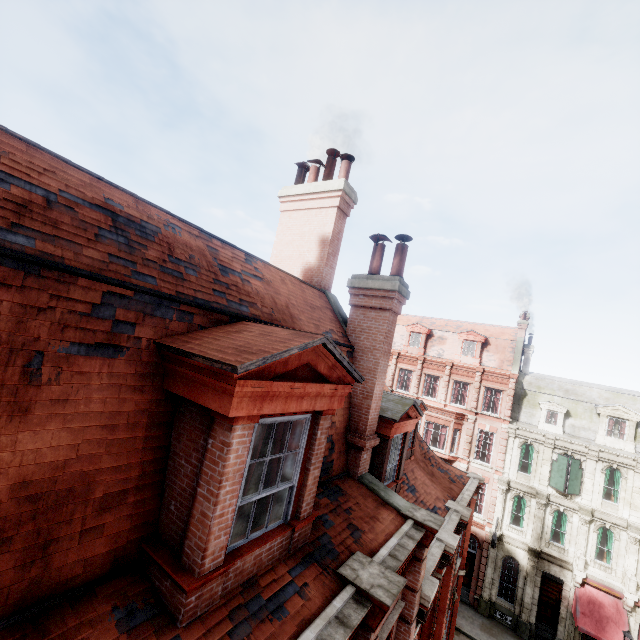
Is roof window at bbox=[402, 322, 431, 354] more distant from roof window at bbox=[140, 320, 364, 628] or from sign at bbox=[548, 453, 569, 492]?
roof window at bbox=[140, 320, 364, 628]

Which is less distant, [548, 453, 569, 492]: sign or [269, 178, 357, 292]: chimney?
[269, 178, 357, 292]: chimney

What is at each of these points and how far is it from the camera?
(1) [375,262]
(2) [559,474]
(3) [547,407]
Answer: (1) chimney pipe, 7.8 meters
(2) sign, 23.1 meters
(3) roof window, 25.3 meters

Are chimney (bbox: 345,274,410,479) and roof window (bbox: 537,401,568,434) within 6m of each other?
no

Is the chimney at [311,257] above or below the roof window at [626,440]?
above

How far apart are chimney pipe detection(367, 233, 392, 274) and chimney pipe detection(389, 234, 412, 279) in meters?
0.3 m

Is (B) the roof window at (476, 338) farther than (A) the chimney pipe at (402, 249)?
Yes

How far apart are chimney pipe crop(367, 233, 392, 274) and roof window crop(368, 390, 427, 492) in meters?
3.6
